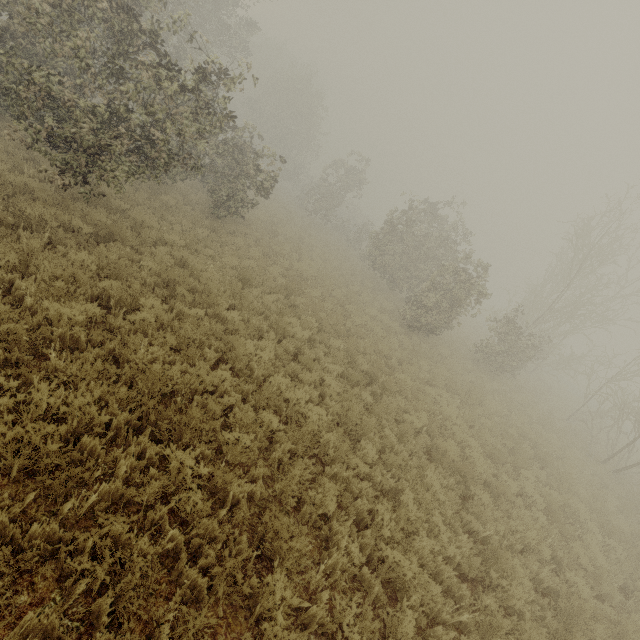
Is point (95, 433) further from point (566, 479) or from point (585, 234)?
point (585, 234)
